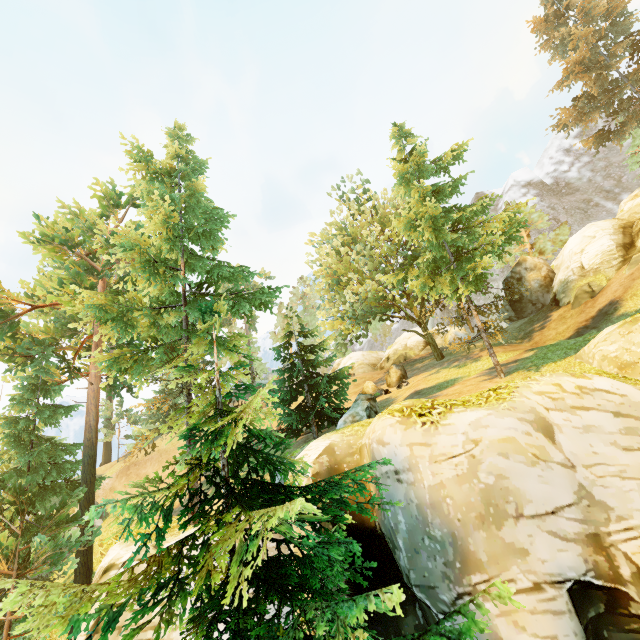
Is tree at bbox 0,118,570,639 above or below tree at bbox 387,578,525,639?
above

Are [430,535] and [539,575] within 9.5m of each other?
yes

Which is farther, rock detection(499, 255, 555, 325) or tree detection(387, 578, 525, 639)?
rock detection(499, 255, 555, 325)

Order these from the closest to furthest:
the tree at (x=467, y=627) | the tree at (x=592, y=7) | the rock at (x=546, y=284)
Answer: the tree at (x=467, y=627) < the tree at (x=592, y=7) < the rock at (x=546, y=284)

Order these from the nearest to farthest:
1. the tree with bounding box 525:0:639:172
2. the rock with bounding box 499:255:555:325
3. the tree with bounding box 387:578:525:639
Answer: the tree with bounding box 387:578:525:639 < the tree with bounding box 525:0:639:172 < the rock with bounding box 499:255:555:325

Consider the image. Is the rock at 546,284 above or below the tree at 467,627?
above

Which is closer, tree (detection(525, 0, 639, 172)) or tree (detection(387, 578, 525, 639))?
tree (detection(387, 578, 525, 639))
